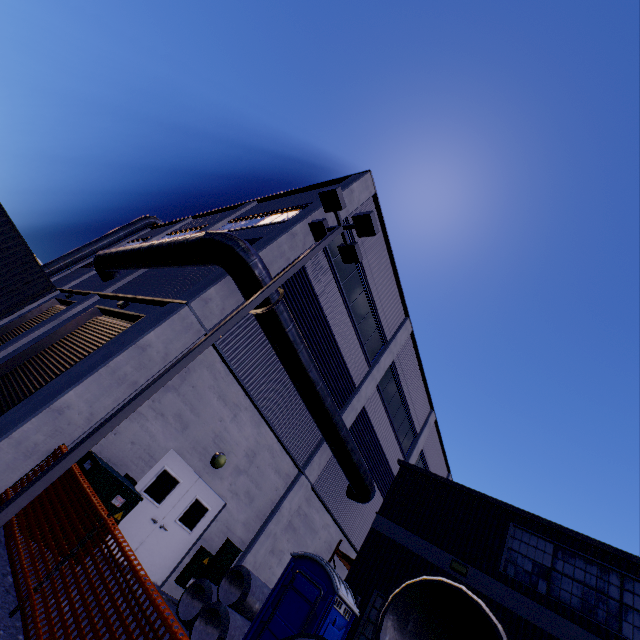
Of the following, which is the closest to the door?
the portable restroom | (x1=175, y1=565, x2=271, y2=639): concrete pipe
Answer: (x1=175, y1=565, x2=271, y2=639): concrete pipe

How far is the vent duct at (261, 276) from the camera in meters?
8.3 m

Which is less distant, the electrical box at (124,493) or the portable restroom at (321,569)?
the electrical box at (124,493)

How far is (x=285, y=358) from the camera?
9.82m

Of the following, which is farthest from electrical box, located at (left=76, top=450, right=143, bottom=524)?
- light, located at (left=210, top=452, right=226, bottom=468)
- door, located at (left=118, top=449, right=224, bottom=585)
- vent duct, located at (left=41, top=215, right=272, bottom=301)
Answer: vent duct, located at (left=41, top=215, right=272, bottom=301)

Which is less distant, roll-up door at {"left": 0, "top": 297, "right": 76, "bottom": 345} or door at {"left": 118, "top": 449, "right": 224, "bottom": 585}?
door at {"left": 118, "top": 449, "right": 224, "bottom": 585}

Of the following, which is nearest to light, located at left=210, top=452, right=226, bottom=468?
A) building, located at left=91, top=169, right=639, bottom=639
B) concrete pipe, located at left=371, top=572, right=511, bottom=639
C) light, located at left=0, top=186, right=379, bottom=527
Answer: building, located at left=91, top=169, right=639, bottom=639

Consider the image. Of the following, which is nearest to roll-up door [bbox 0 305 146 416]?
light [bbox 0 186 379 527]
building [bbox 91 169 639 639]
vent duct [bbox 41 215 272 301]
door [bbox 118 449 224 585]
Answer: building [bbox 91 169 639 639]
